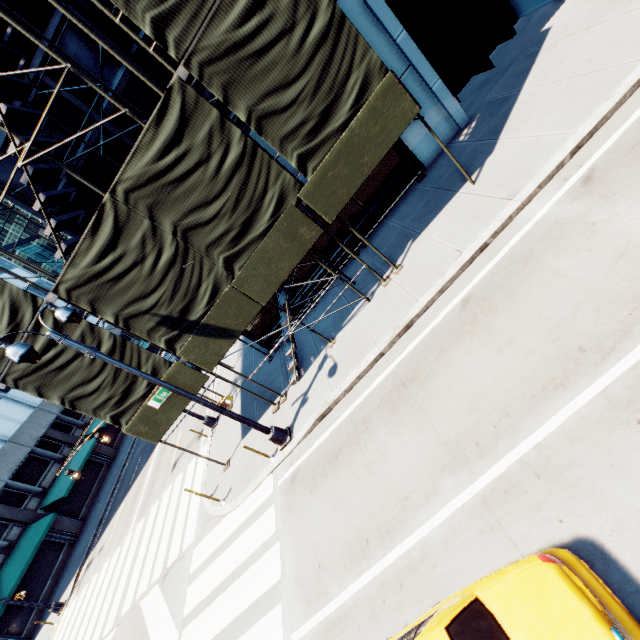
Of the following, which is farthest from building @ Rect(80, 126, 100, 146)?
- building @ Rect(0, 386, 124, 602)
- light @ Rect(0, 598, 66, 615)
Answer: building @ Rect(0, 386, 124, 602)

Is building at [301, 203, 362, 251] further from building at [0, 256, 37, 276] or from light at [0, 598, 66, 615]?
building at [0, 256, 37, 276]

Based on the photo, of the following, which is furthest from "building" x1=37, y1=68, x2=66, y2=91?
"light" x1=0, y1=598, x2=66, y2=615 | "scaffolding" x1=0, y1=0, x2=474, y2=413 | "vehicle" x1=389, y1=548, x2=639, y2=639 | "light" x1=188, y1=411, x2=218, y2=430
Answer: "light" x1=0, y1=598, x2=66, y2=615

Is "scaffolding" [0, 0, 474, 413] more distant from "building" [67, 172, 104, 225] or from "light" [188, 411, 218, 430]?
"light" [188, 411, 218, 430]

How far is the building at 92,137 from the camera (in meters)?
10.36

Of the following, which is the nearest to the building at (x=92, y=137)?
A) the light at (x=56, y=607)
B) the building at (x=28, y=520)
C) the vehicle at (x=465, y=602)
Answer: the vehicle at (x=465, y=602)

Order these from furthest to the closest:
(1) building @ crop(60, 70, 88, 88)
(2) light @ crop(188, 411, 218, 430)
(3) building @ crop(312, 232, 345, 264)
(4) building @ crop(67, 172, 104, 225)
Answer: (2) light @ crop(188, 411, 218, 430) < (3) building @ crop(312, 232, 345, 264) < (4) building @ crop(67, 172, 104, 225) < (1) building @ crop(60, 70, 88, 88)

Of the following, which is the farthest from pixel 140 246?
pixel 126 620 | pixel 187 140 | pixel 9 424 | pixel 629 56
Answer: pixel 9 424
